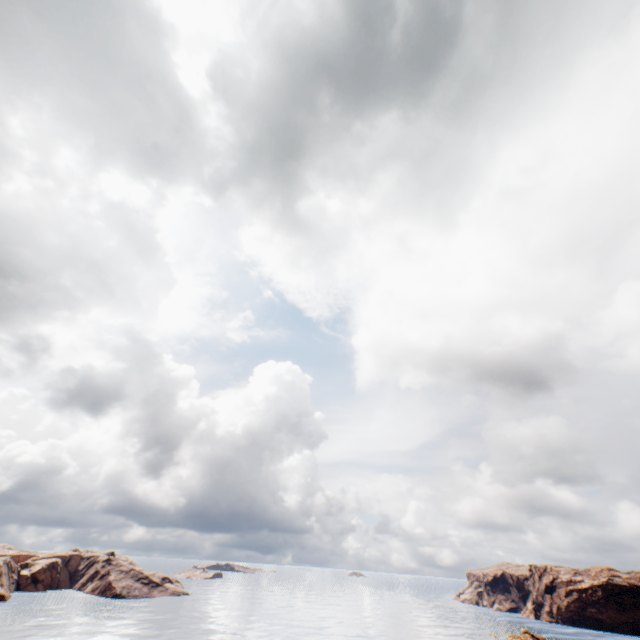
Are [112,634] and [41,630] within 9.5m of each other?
no
